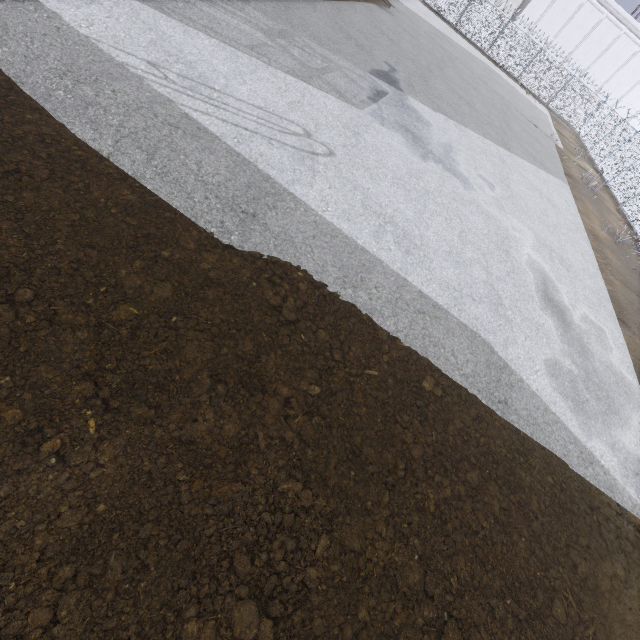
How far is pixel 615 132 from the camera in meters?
25.4 m
